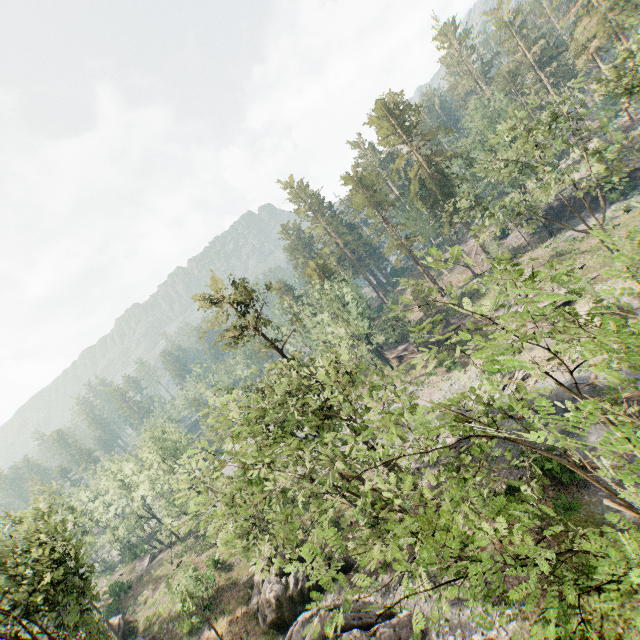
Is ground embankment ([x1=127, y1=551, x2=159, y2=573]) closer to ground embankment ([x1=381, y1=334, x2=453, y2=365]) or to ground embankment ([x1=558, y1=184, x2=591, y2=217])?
ground embankment ([x1=381, y1=334, x2=453, y2=365])

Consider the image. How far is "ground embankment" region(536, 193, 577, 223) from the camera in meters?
48.2

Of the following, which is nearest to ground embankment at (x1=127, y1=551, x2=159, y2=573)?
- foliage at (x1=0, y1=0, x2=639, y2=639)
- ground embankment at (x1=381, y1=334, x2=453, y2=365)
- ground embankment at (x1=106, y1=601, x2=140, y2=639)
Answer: foliage at (x1=0, y1=0, x2=639, y2=639)

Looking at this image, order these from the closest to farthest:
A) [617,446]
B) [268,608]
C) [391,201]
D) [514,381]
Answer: [617,446]
[268,608]
[514,381]
[391,201]

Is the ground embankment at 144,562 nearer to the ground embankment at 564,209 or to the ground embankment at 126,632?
the ground embankment at 126,632

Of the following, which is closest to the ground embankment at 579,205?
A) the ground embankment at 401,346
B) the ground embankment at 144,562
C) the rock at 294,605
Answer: the ground embankment at 401,346

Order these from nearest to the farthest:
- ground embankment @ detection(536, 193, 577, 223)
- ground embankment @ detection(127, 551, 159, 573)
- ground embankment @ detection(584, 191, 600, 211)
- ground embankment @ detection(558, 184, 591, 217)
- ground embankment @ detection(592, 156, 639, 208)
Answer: ground embankment @ detection(592, 156, 639, 208) < ground embankment @ detection(584, 191, 600, 211) < ground embankment @ detection(558, 184, 591, 217) < ground embankment @ detection(536, 193, 577, 223) < ground embankment @ detection(127, 551, 159, 573)

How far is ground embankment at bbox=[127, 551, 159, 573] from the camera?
51.56m
